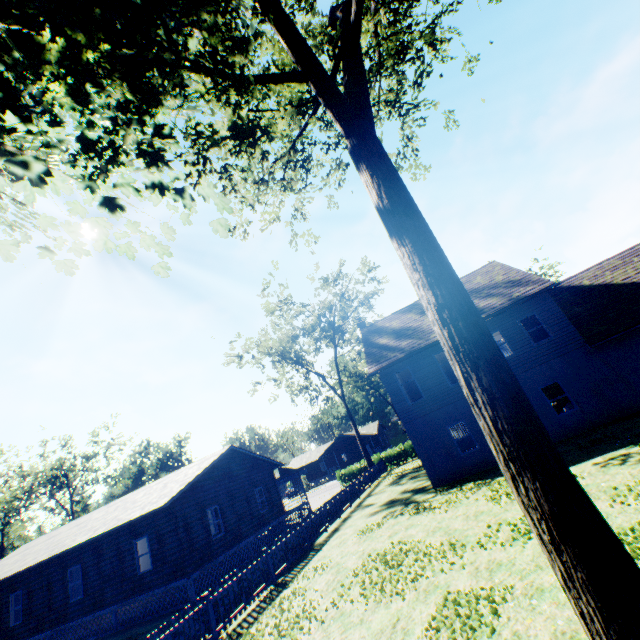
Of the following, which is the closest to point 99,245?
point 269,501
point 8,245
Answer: point 8,245

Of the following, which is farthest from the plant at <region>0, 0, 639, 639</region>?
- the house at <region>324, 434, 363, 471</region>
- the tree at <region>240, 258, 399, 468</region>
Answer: the house at <region>324, 434, 363, 471</region>

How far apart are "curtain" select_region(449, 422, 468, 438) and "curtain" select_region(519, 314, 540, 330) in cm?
1045

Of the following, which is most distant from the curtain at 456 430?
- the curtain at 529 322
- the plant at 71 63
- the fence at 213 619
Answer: the plant at 71 63

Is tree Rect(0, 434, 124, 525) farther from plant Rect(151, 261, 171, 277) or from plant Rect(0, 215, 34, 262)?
plant Rect(151, 261, 171, 277)

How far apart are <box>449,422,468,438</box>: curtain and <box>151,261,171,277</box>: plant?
24.64m

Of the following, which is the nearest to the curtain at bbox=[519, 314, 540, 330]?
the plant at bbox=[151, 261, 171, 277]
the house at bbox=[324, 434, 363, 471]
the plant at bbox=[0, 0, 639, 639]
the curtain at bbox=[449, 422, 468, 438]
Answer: the curtain at bbox=[449, 422, 468, 438]

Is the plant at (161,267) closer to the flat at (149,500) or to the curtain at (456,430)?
the flat at (149,500)
